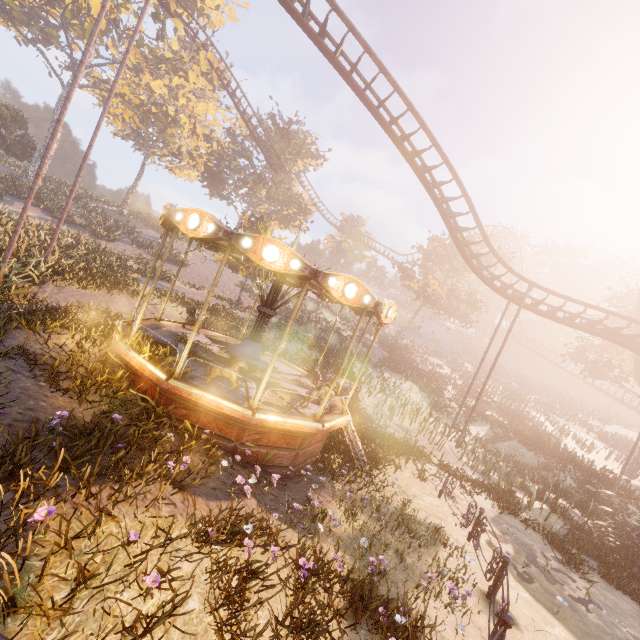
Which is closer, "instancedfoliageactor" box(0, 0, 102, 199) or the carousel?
the carousel

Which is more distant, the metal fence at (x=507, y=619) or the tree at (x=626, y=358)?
the tree at (x=626, y=358)

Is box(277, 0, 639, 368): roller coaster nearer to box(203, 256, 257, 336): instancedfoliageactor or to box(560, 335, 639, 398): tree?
box(560, 335, 639, 398): tree

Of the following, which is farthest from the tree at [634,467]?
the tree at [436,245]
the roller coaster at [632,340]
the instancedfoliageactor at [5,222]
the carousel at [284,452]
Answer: the instancedfoliageactor at [5,222]

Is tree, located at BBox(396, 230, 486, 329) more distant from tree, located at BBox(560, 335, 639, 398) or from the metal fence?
the metal fence

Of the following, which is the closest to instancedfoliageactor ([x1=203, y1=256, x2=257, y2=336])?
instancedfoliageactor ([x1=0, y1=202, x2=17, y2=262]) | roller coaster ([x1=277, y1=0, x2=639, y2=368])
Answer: roller coaster ([x1=277, y1=0, x2=639, y2=368])

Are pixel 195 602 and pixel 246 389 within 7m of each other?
yes

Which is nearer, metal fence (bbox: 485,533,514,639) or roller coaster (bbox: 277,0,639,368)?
metal fence (bbox: 485,533,514,639)
